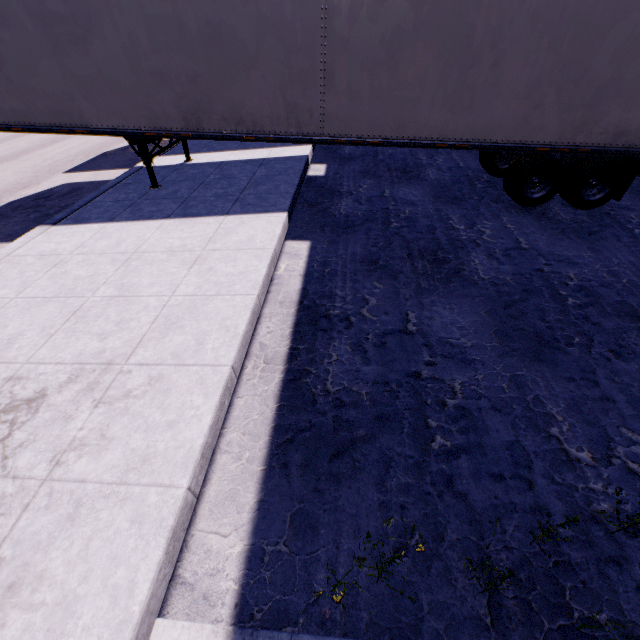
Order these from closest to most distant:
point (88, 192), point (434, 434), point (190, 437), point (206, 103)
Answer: point (190, 437)
point (434, 434)
point (206, 103)
point (88, 192)
